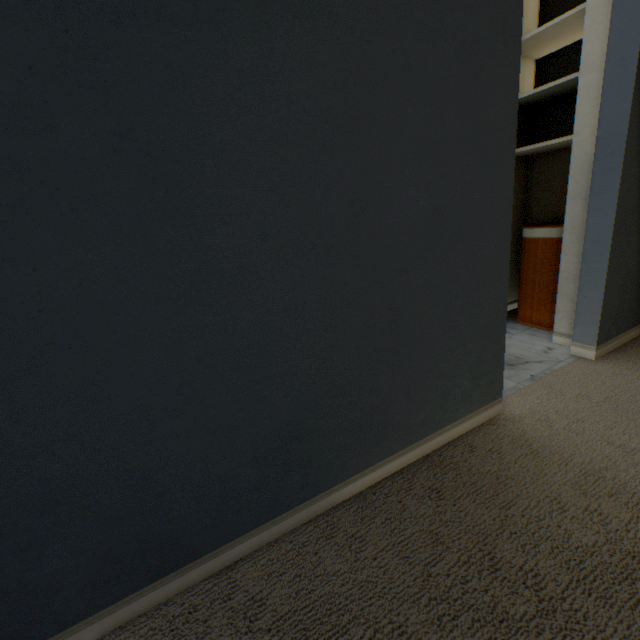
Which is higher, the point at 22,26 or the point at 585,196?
the point at 22,26

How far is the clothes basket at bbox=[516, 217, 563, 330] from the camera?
2.1 meters

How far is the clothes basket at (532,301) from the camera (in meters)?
2.10
